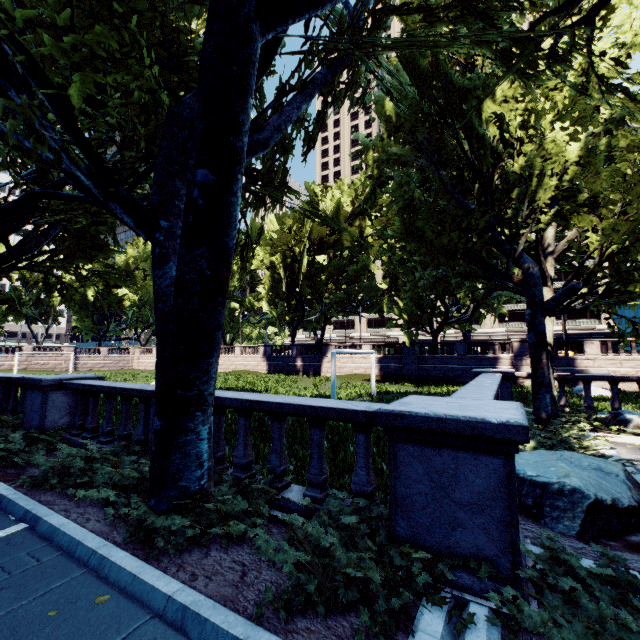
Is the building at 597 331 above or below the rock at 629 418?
above

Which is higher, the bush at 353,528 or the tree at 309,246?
the tree at 309,246

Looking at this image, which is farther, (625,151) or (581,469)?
(625,151)

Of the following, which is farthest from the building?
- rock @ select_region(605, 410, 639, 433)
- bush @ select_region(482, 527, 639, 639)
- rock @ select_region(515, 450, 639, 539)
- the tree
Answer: bush @ select_region(482, 527, 639, 639)

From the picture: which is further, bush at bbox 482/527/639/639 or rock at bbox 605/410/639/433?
rock at bbox 605/410/639/433

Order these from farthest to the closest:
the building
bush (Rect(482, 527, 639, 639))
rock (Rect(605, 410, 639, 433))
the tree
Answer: the building < rock (Rect(605, 410, 639, 433)) < the tree < bush (Rect(482, 527, 639, 639))

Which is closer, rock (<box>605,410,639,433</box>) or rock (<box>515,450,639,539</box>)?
rock (<box>515,450,639,539</box>)

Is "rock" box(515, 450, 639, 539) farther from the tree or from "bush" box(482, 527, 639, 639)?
the tree
